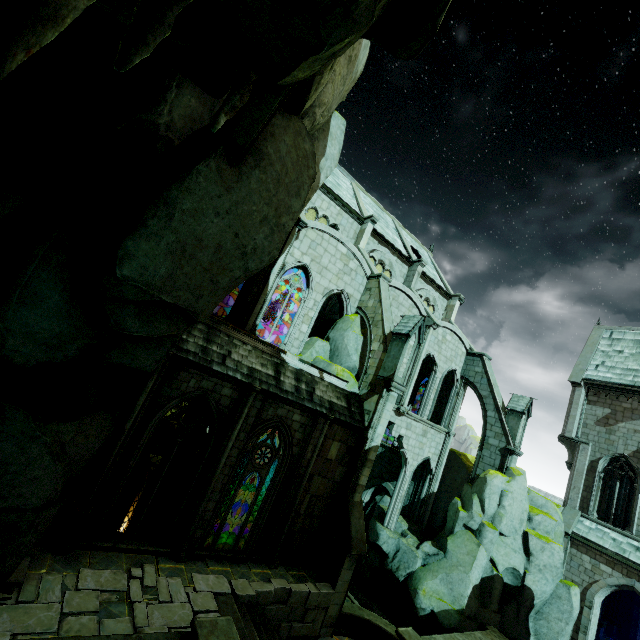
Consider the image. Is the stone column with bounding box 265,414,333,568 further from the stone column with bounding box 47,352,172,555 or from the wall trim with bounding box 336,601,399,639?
the stone column with bounding box 47,352,172,555

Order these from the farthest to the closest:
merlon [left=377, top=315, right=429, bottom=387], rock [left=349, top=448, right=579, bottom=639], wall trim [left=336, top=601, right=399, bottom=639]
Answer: rock [left=349, top=448, right=579, bottom=639], merlon [left=377, top=315, right=429, bottom=387], wall trim [left=336, top=601, right=399, bottom=639]

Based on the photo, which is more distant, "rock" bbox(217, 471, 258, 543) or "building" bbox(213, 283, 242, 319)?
"building" bbox(213, 283, 242, 319)

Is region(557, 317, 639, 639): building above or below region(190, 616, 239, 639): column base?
above

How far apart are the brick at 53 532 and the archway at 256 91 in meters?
10.0 m

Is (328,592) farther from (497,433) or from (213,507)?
(497,433)

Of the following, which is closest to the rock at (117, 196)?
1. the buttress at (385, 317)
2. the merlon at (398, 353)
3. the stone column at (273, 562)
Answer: the buttress at (385, 317)

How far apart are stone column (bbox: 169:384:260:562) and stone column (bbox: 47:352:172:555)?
2.6m
